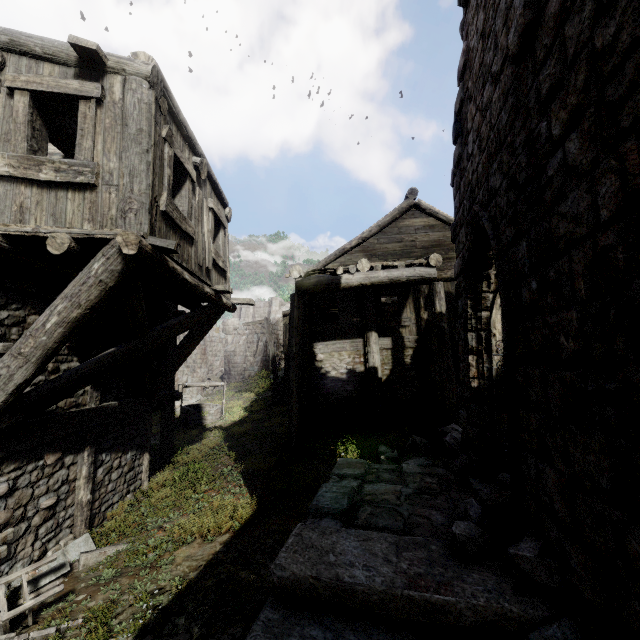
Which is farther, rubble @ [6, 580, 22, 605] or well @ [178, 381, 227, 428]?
well @ [178, 381, 227, 428]

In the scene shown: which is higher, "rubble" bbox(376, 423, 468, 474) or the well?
"rubble" bbox(376, 423, 468, 474)

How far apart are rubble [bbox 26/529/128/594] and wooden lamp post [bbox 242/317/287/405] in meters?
10.4

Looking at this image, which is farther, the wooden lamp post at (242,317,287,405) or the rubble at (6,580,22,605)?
the wooden lamp post at (242,317,287,405)

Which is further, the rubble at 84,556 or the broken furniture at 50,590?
the rubble at 84,556

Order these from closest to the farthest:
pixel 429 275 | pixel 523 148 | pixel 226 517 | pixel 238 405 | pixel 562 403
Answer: pixel 562 403 → pixel 523 148 → pixel 226 517 → pixel 429 275 → pixel 238 405

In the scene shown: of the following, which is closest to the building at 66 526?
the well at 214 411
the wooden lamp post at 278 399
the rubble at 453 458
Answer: the rubble at 453 458

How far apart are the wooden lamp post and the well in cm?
199
